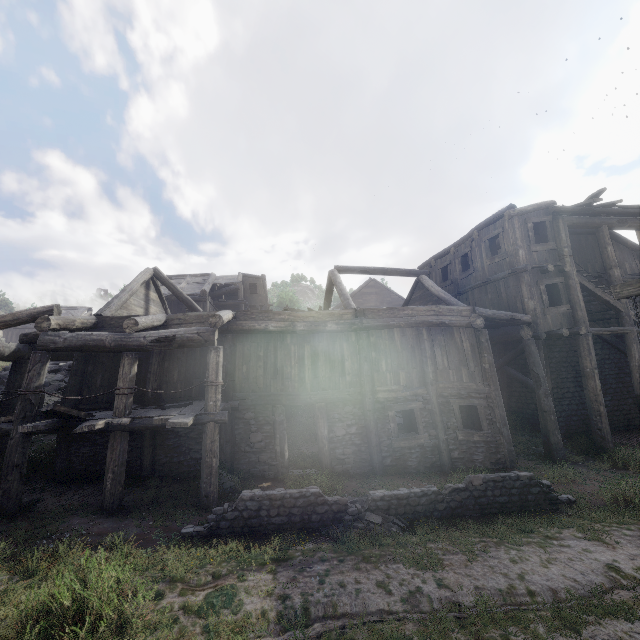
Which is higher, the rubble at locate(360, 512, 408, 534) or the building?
the building

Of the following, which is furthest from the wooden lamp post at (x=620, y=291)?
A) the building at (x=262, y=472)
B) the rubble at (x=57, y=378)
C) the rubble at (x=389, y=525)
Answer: the rubble at (x=57, y=378)

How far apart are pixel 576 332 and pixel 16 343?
20.69m

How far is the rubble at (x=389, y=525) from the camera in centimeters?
→ 700cm

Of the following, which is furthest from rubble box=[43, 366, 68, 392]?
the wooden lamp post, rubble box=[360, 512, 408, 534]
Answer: the wooden lamp post

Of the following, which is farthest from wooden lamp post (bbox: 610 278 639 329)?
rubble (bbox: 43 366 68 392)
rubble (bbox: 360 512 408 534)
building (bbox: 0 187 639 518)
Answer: rubble (bbox: 43 366 68 392)

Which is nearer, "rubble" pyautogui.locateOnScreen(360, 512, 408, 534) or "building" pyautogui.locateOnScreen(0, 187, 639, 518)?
"rubble" pyautogui.locateOnScreen(360, 512, 408, 534)

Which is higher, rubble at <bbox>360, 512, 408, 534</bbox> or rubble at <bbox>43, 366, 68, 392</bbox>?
rubble at <bbox>43, 366, 68, 392</bbox>
